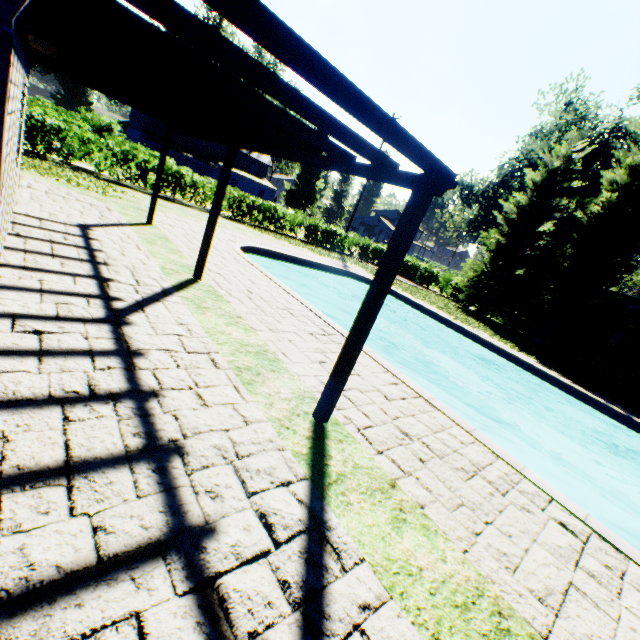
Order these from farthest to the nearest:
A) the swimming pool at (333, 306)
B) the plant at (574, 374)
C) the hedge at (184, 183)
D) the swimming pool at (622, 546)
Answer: the hedge at (184, 183) < the plant at (574, 374) < the swimming pool at (333, 306) < the swimming pool at (622, 546)

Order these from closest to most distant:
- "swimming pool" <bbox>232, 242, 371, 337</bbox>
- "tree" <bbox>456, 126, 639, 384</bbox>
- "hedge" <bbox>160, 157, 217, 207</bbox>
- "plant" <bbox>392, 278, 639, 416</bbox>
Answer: "swimming pool" <bbox>232, 242, 371, 337</bbox> < "plant" <bbox>392, 278, 639, 416</bbox> < "tree" <bbox>456, 126, 639, 384</bbox> < "hedge" <bbox>160, 157, 217, 207</bbox>

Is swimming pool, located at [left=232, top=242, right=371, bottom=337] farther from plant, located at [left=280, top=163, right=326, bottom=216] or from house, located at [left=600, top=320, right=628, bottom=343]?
house, located at [left=600, top=320, right=628, bottom=343]

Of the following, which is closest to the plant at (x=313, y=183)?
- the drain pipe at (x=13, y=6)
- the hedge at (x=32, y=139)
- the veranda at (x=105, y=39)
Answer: the hedge at (x=32, y=139)

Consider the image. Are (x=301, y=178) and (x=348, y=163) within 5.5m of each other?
no

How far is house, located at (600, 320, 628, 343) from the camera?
24.2m

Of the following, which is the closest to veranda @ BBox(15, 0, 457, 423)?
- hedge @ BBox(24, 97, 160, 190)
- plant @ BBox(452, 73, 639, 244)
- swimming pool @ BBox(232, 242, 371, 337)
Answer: swimming pool @ BBox(232, 242, 371, 337)

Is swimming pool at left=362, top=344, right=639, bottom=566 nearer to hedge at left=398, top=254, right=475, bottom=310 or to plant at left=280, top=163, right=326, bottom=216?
plant at left=280, top=163, right=326, bottom=216
